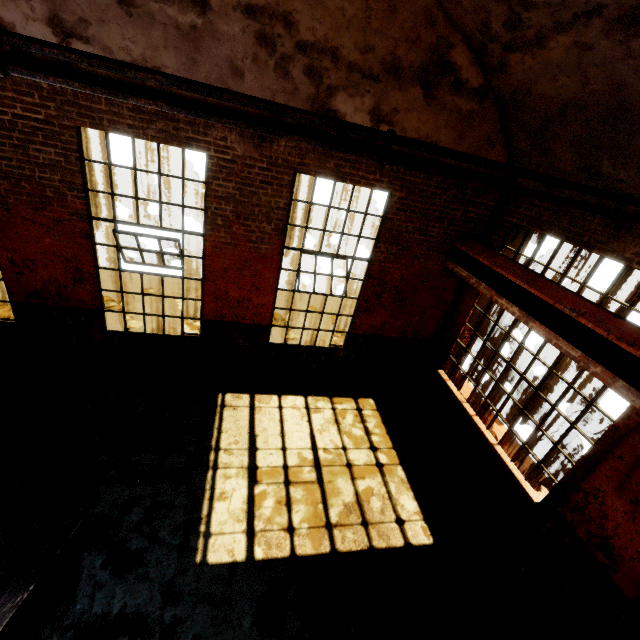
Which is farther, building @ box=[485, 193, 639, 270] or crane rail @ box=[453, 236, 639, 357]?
building @ box=[485, 193, 639, 270]

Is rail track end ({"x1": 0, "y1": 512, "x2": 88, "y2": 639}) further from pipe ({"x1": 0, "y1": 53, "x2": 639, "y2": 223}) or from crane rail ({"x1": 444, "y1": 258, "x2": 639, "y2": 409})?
crane rail ({"x1": 444, "y1": 258, "x2": 639, "y2": 409})

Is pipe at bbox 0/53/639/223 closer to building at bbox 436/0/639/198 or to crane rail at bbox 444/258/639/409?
building at bbox 436/0/639/198

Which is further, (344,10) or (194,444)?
(194,444)

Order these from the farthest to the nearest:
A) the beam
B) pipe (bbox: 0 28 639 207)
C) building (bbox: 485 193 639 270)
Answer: building (bbox: 485 193 639 270), the beam, pipe (bbox: 0 28 639 207)

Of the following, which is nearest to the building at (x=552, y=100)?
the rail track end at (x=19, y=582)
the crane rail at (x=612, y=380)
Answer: the crane rail at (x=612, y=380)

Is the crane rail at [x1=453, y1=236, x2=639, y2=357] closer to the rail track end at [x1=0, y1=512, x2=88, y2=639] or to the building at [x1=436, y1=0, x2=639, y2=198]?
the building at [x1=436, y1=0, x2=639, y2=198]

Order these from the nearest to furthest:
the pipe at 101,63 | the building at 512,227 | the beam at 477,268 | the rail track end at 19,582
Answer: the pipe at 101,63, the rail track end at 19,582, the beam at 477,268, the building at 512,227
